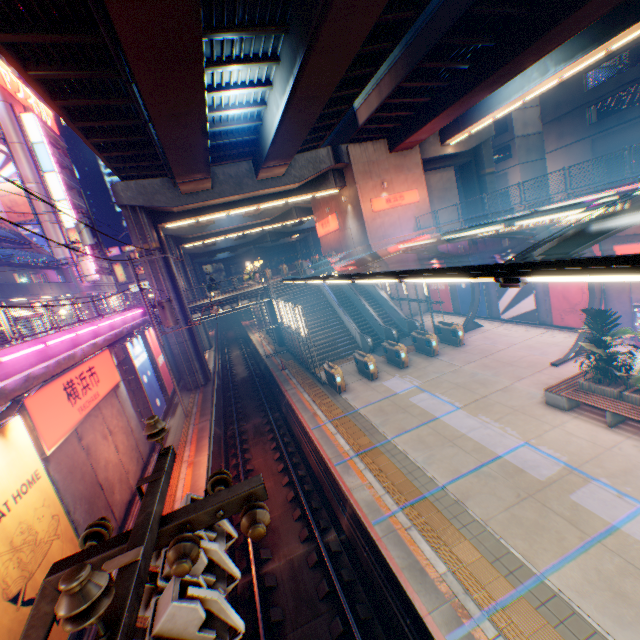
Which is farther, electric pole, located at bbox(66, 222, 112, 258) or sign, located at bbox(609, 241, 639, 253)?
electric pole, located at bbox(66, 222, 112, 258)

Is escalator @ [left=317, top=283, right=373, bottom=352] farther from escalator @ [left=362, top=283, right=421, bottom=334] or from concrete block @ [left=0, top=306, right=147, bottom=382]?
concrete block @ [left=0, top=306, right=147, bottom=382]

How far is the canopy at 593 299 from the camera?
14.4m

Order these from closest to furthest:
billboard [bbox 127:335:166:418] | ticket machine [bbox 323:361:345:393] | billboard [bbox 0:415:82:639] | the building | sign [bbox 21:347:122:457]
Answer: billboard [bbox 0:415:82:639]
sign [bbox 21:347:122:457]
billboard [bbox 127:335:166:418]
ticket machine [bbox 323:361:345:393]
the building

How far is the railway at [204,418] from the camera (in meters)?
12.70

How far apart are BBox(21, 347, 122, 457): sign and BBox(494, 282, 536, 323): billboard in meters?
21.9

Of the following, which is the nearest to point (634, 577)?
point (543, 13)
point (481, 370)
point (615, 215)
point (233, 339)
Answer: point (615, 215)

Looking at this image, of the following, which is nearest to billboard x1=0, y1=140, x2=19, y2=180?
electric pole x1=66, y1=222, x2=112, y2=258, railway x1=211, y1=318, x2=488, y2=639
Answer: electric pole x1=66, y1=222, x2=112, y2=258
